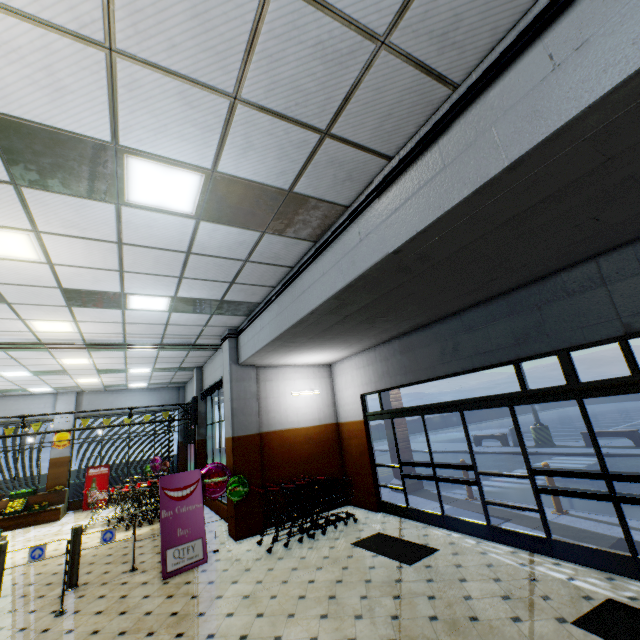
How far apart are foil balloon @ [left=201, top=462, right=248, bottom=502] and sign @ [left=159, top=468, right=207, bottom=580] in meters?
0.1 m

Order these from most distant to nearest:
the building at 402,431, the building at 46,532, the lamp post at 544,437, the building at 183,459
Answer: the building at 183,459 < the lamp post at 544,437 < the building at 402,431 < the building at 46,532

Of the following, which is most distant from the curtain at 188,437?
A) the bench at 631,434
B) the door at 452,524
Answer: the bench at 631,434

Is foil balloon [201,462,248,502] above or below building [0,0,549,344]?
below

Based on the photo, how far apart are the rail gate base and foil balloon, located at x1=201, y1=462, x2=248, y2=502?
1.72m

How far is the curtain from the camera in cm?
1351

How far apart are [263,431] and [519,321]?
6.5 meters

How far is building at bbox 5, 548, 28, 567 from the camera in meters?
7.6
